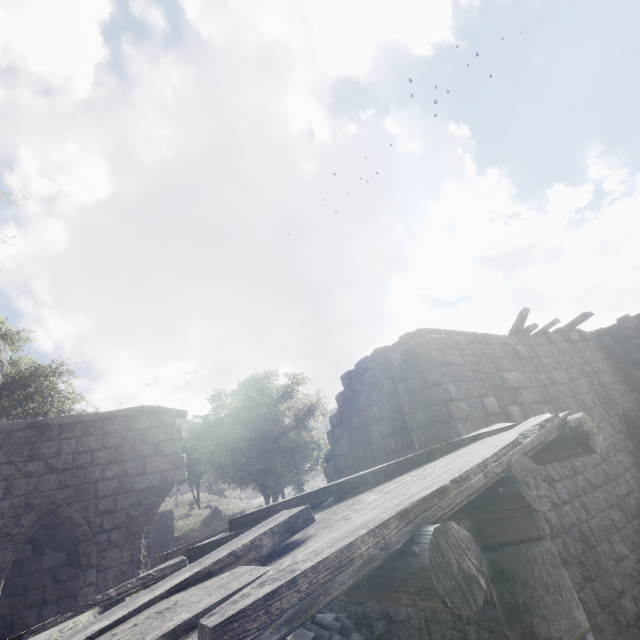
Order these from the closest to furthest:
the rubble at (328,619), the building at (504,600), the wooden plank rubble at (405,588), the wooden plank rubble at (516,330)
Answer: the wooden plank rubble at (405,588) < the building at (504,600) < the rubble at (328,619) < the wooden plank rubble at (516,330)

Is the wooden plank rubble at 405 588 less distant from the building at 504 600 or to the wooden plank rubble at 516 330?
the building at 504 600

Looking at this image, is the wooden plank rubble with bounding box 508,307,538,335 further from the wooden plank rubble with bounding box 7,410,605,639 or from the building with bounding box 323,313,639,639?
the wooden plank rubble with bounding box 7,410,605,639

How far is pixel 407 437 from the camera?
7.6m

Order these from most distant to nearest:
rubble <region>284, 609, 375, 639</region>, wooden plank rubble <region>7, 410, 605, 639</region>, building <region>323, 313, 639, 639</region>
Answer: rubble <region>284, 609, 375, 639</region> < building <region>323, 313, 639, 639</region> < wooden plank rubble <region>7, 410, 605, 639</region>

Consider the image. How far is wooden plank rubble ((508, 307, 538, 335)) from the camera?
9.5 meters

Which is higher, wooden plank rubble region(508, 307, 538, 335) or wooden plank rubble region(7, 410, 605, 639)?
A: wooden plank rubble region(508, 307, 538, 335)

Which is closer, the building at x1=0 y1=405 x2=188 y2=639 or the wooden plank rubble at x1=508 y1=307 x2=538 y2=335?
the building at x1=0 y1=405 x2=188 y2=639
